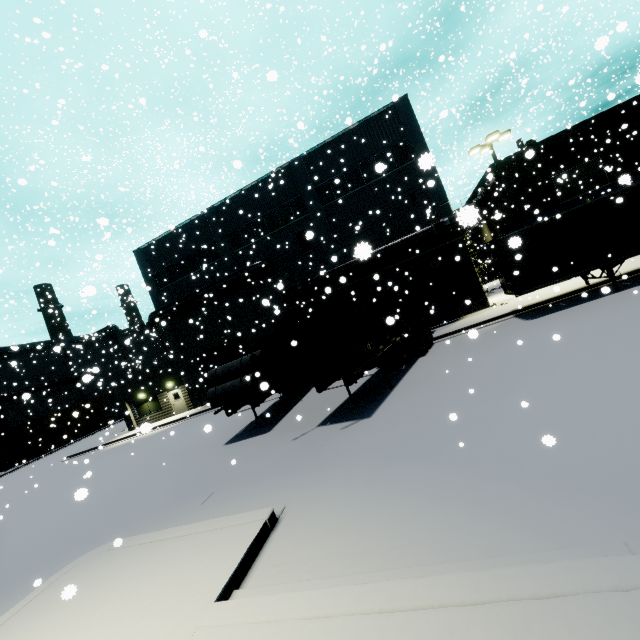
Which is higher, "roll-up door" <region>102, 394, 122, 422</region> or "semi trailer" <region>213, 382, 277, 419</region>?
"roll-up door" <region>102, 394, 122, 422</region>

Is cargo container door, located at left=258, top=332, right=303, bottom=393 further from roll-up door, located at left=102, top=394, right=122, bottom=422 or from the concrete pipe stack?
roll-up door, located at left=102, top=394, right=122, bottom=422

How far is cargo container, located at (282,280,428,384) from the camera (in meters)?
10.61

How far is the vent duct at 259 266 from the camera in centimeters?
2427cm

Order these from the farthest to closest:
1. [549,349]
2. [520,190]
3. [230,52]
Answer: [230,52]
[520,190]
[549,349]

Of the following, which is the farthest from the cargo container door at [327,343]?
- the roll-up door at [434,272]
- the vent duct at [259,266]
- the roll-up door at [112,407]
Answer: the roll-up door at [112,407]

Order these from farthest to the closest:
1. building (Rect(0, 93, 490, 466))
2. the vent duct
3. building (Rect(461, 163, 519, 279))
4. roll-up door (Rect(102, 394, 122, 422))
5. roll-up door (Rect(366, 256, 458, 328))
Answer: roll-up door (Rect(102, 394, 122, 422)) < building (Rect(461, 163, 519, 279)) < the vent duct < roll-up door (Rect(366, 256, 458, 328)) < building (Rect(0, 93, 490, 466))

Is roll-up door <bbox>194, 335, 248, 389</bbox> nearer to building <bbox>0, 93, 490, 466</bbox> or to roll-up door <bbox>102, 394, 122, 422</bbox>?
building <bbox>0, 93, 490, 466</bbox>
